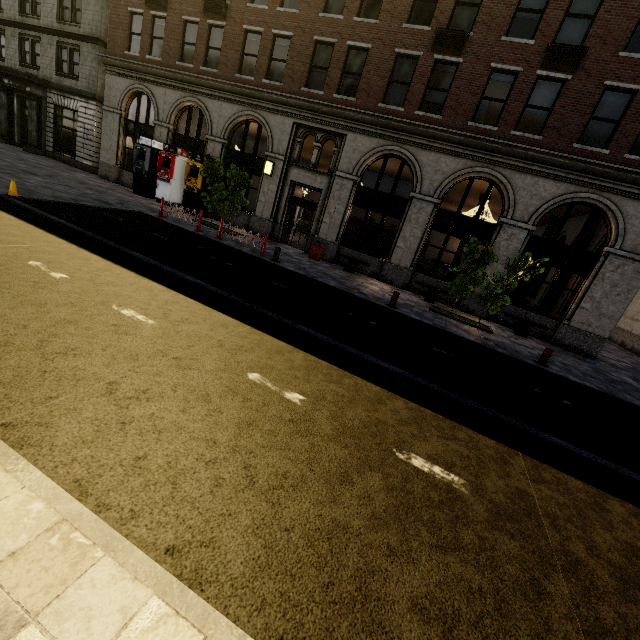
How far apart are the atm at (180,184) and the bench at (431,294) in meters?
14.5 m

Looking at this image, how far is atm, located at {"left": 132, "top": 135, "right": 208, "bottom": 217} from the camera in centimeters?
1757cm

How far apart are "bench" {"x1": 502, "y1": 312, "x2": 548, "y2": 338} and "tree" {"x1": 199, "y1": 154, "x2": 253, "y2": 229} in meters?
12.8 m

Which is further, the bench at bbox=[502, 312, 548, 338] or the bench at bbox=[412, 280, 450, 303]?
the bench at bbox=[412, 280, 450, 303]

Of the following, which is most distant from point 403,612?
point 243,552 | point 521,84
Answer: point 521,84

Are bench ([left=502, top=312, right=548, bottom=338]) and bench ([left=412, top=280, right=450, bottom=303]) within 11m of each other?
yes

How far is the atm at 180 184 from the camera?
17.6 meters

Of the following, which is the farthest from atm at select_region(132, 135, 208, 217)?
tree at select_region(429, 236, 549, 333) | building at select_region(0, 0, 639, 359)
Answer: tree at select_region(429, 236, 549, 333)
